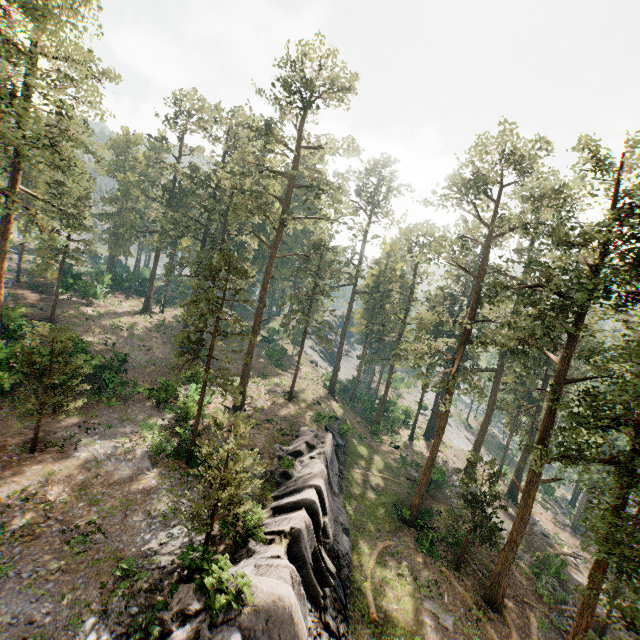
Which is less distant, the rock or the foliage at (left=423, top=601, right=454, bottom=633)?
the rock

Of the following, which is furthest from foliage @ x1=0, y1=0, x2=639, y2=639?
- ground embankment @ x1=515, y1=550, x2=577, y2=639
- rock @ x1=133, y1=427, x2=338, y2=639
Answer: rock @ x1=133, y1=427, x2=338, y2=639

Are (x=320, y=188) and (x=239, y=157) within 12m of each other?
yes

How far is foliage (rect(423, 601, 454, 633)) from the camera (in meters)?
19.11

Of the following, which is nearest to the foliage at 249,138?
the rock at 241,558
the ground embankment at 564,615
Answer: the ground embankment at 564,615
